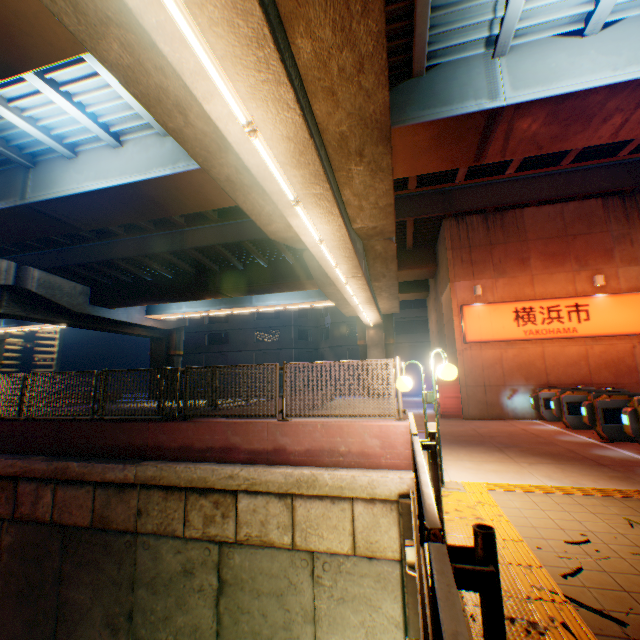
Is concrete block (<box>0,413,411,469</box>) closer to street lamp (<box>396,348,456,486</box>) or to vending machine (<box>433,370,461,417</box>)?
street lamp (<box>396,348,456,486</box>)

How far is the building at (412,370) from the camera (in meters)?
37.28

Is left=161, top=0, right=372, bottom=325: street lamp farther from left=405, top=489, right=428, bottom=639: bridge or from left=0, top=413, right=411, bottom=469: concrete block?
left=405, top=489, right=428, bottom=639: bridge

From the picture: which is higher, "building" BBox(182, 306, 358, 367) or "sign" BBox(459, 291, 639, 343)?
"building" BBox(182, 306, 358, 367)

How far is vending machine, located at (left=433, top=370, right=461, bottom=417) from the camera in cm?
1342

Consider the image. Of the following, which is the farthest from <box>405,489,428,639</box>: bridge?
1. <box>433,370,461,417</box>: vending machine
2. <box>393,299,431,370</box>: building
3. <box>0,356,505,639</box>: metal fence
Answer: <box>393,299,431,370</box>: building

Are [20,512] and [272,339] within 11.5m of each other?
no

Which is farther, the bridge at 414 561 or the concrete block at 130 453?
the concrete block at 130 453
